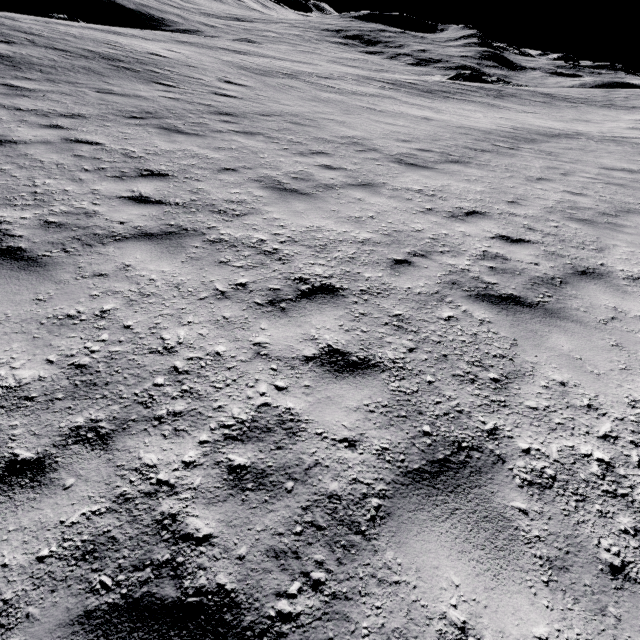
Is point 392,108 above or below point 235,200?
below
